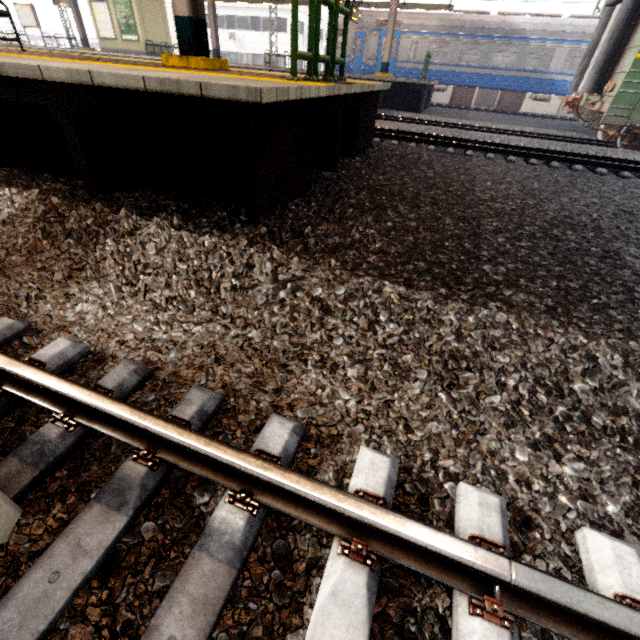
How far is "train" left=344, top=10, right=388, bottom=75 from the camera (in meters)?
17.84

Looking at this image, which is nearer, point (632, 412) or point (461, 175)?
point (632, 412)

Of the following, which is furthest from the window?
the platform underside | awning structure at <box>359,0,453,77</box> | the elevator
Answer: the platform underside

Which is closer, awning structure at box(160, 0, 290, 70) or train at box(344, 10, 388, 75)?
awning structure at box(160, 0, 290, 70)

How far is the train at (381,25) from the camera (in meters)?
17.84

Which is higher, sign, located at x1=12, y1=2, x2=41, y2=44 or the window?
the window

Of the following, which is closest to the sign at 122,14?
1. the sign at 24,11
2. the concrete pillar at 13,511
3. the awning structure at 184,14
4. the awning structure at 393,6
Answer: the awning structure at 393,6

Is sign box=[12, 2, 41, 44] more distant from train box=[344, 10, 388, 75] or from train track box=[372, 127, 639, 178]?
train box=[344, 10, 388, 75]
